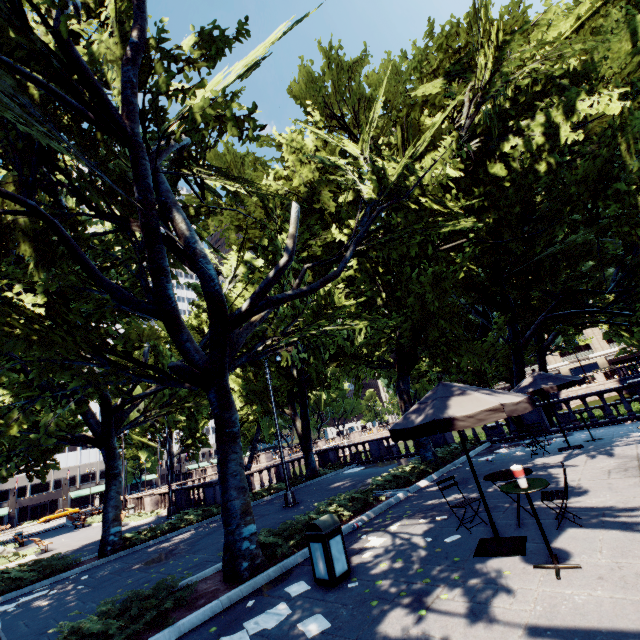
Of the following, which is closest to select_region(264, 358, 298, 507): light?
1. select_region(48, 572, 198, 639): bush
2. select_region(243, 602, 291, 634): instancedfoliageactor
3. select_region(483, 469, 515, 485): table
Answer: select_region(48, 572, 198, 639): bush

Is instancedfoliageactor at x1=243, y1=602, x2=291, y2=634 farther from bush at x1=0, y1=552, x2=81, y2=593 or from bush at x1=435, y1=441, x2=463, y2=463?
bush at x1=0, y1=552, x2=81, y2=593

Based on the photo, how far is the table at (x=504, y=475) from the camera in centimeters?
638cm

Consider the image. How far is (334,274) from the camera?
9.2 meters

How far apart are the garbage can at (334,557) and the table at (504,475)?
3.2m

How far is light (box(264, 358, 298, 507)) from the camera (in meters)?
14.63

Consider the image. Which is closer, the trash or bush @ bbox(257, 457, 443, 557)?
the trash

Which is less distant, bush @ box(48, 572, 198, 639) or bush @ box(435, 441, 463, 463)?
bush @ box(48, 572, 198, 639)
